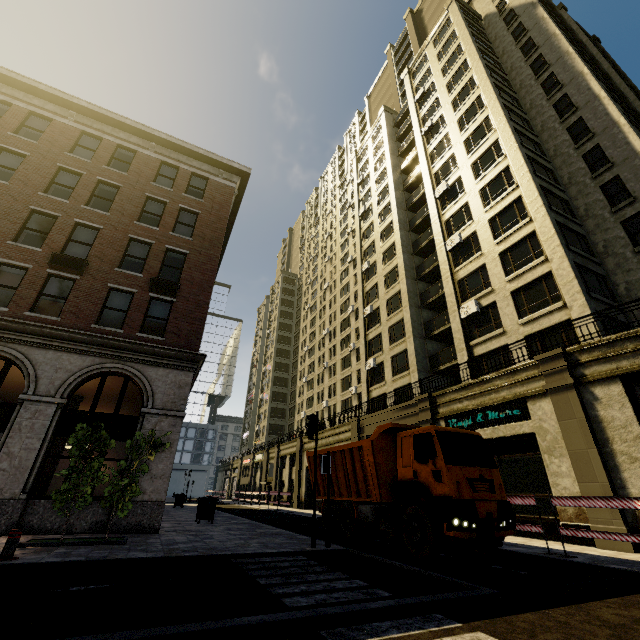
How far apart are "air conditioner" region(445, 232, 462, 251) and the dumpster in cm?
2259

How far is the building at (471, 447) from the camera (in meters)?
16.17

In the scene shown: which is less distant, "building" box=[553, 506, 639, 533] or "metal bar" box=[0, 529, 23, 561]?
"metal bar" box=[0, 529, 23, 561]

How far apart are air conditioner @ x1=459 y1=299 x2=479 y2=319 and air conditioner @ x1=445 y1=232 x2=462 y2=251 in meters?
5.0

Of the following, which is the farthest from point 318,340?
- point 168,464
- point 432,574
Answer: point 432,574

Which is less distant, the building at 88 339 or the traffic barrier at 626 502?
the traffic barrier at 626 502

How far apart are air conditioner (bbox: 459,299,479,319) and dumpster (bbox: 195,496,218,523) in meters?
18.4 m

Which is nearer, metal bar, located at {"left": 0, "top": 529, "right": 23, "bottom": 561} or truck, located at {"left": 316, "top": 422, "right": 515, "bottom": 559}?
metal bar, located at {"left": 0, "top": 529, "right": 23, "bottom": 561}
